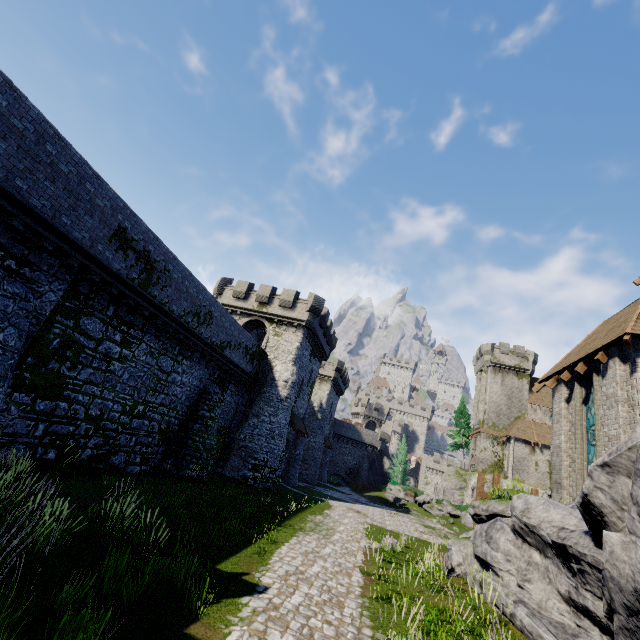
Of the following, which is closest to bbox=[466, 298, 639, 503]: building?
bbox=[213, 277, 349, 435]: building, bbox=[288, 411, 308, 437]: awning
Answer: bbox=[213, 277, 349, 435]: building

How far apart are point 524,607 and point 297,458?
26.88m

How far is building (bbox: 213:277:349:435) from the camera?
29.50m

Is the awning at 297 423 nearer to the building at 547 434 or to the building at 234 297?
the building at 234 297

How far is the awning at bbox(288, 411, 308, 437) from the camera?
29.03m

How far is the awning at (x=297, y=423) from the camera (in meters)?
29.03
